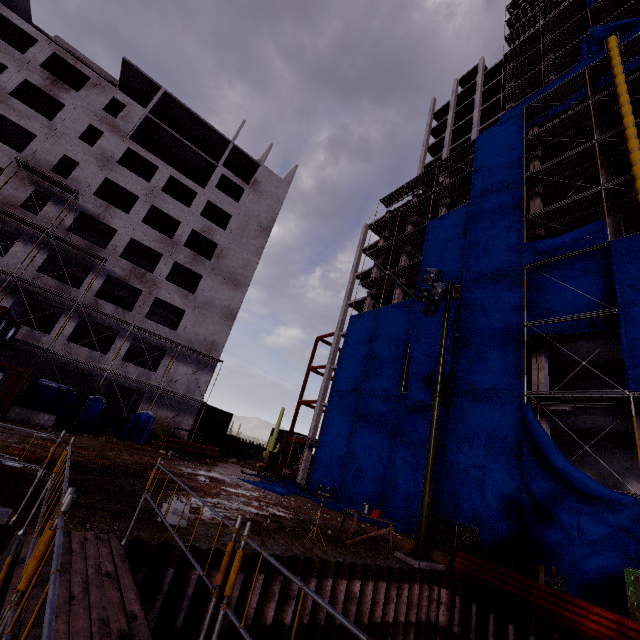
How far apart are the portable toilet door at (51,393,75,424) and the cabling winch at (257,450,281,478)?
14.28m

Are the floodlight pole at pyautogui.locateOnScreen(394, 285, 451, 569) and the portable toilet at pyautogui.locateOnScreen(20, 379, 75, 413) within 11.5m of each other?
Result: no

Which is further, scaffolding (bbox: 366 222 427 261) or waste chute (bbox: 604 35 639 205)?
scaffolding (bbox: 366 222 427 261)

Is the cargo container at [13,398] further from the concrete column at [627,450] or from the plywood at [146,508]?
the concrete column at [627,450]

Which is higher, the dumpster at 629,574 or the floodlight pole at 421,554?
the dumpster at 629,574

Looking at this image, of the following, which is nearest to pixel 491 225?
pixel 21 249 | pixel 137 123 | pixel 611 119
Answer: pixel 611 119

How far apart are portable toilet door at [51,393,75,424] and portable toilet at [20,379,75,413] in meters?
0.0

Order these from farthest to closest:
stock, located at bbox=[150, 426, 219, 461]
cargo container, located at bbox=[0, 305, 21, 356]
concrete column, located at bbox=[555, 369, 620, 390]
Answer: stock, located at bbox=[150, 426, 219, 461] → concrete column, located at bbox=[555, 369, 620, 390] → cargo container, located at bbox=[0, 305, 21, 356]
